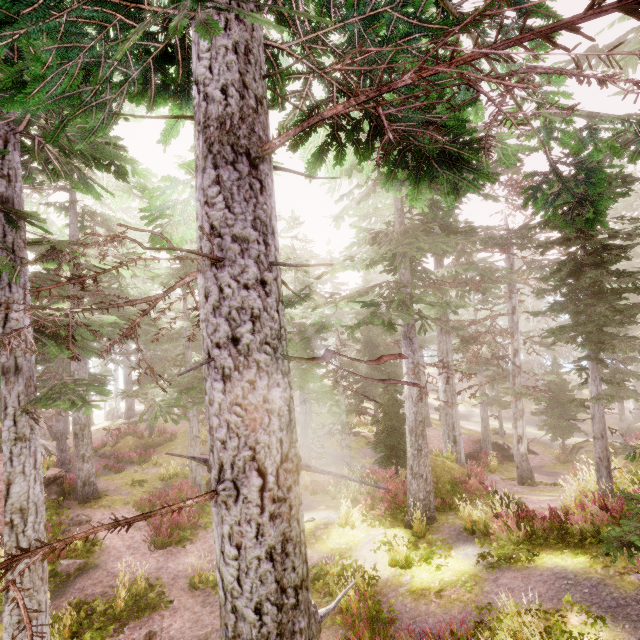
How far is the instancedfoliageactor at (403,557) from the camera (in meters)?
9.66

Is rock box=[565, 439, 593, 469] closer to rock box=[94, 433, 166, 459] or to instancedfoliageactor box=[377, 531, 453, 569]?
instancedfoliageactor box=[377, 531, 453, 569]

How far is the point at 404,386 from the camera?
12.9 meters

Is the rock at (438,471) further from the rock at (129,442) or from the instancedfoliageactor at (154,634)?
the rock at (129,442)

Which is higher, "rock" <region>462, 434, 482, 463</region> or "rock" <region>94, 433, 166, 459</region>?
"rock" <region>94, 433, 166, 459</region>

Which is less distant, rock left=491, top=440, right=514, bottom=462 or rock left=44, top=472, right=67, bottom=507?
rock left=44, top=472, right=67, bottom=507

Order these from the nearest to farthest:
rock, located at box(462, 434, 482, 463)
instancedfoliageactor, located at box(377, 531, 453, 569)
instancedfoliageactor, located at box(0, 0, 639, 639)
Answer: instancedfoliageactor, located at box(0, 0, 639, 639) < instancedfoliageactor, located at box(377, 531, 453, 569) < rock, located at box(462, 434, 482, 463)

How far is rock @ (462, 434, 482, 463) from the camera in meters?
Answer: 23.9
